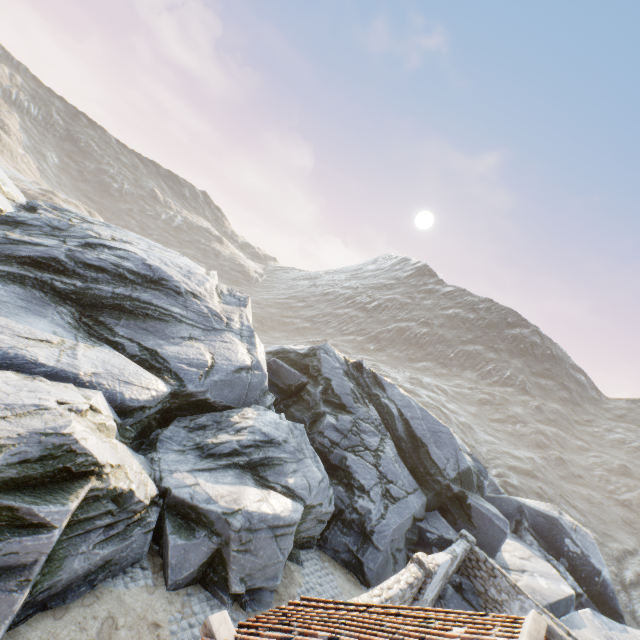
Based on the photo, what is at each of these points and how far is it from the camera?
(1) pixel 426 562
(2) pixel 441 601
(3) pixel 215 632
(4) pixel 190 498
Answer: (1) stone column, 10.3 meters
(2) rock, 13.6 meters
(3) wooden beam, 4.9 meters
(4) rock, 9.4 meters

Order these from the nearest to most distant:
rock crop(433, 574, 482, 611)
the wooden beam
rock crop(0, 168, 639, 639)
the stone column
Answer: the wooden beam
rock crop(0, 168, 639, 639)
the stone column
rock crop(433, 574, 482, 611)

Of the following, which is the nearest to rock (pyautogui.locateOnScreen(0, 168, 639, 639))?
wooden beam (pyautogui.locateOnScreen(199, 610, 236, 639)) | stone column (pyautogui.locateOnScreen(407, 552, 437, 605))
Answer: stone column (pyautogui.locateOnScreen(407, 552, 437, 605))

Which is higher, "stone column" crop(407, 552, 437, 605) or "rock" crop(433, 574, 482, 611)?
"stone column" crop(407, 552, 437, 605)

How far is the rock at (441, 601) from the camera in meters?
13.6 m

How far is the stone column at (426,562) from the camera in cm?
1005

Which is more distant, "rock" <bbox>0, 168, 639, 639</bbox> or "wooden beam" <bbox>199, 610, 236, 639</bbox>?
"rock" <bbox>0, 168, 639, 639</bbox>
